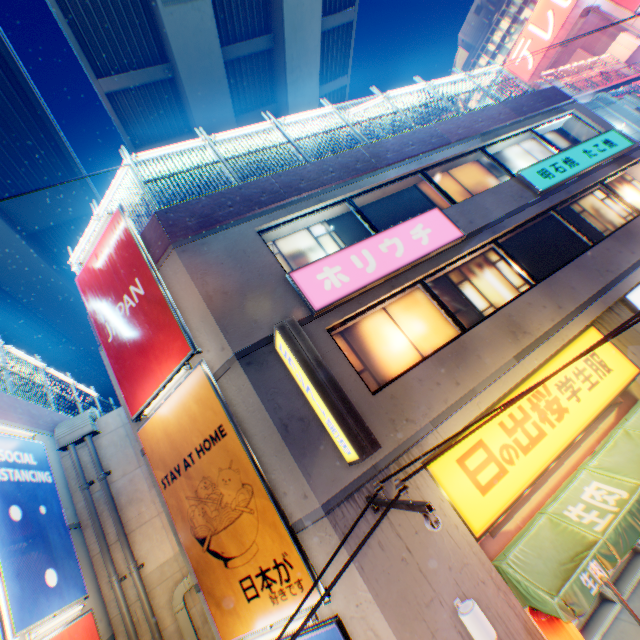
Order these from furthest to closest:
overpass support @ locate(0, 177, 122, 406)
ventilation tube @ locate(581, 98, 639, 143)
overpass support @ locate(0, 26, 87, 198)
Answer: overpass support @ locate(0, 177, 122, 406), ventilation tube @ locate(581, 98, 639, 143), overpass support @ locate(0, 26, 87, 198)

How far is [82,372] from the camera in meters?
31.8 m

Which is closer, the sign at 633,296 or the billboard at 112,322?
the billboard at 112,322

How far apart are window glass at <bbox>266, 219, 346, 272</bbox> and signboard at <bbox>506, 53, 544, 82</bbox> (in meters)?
47.95

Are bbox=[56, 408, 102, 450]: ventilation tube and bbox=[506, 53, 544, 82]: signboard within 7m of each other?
no

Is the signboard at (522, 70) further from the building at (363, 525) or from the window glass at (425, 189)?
the window glass at (425, 189)

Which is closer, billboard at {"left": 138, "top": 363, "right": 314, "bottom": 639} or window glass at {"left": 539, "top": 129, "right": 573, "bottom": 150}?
billboard at {"left": 138, "top": 363, "right": 314, "bottom": 639}

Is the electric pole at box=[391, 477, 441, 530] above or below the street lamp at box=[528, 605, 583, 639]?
above
